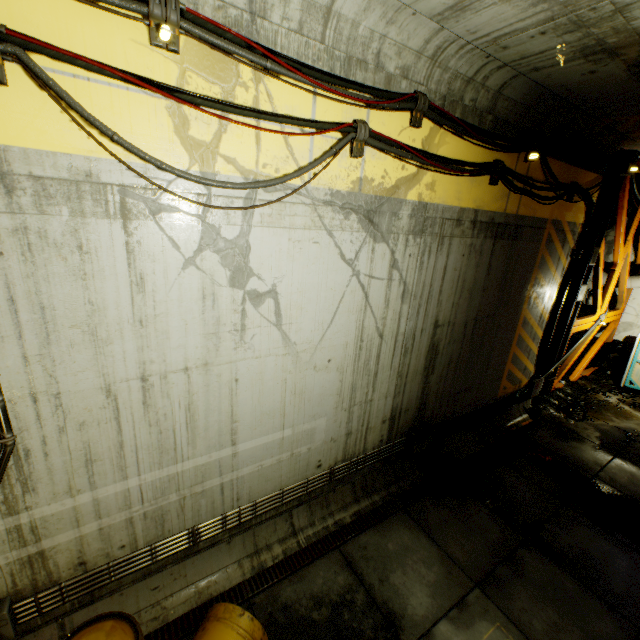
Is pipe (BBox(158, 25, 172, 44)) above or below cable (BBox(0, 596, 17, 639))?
above

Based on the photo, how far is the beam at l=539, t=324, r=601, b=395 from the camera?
10.0 meters

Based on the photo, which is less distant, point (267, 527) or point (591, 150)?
point (267, 527)

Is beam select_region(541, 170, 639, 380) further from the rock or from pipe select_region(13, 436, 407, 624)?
pipe select_region(13, 436, 407, 624)

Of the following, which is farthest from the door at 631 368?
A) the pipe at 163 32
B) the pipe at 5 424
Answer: the pipe at 5 424

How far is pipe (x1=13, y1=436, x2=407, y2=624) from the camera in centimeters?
352cm

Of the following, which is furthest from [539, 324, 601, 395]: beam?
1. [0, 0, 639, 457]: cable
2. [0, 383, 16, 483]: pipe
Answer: [0, 383, 16, 483]: pipe

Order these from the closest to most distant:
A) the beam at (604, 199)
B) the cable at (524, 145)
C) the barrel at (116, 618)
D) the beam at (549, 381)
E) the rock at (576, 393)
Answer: the cable at (524, 145)
the barrel at (116, 618)
the beam at (604, 199)
the rock at (576, 393)
the beam at (549, 381)
